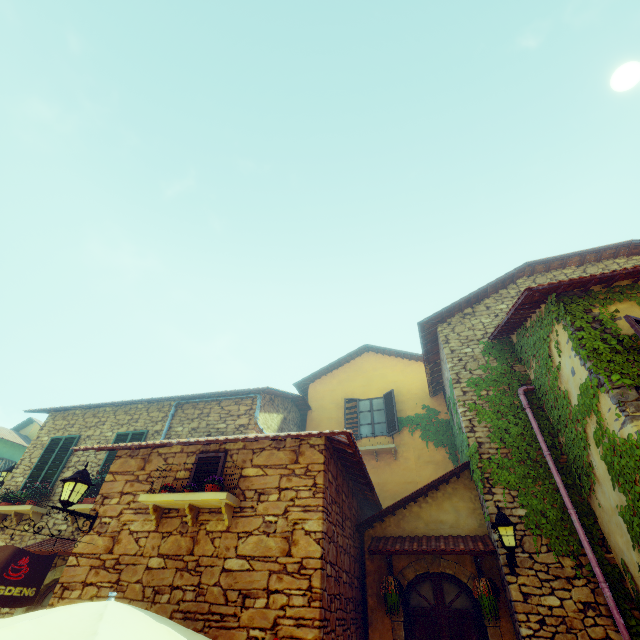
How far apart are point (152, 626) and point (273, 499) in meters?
2.1 m

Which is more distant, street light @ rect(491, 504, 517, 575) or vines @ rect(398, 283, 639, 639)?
street light @ rect(491, 504, 517, 575)

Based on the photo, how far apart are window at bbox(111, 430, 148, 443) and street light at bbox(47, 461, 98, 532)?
3.6 meters

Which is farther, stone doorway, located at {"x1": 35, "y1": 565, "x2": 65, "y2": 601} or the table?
stone doorway, located at {"x1": 35, "y1": 565, "x2": 65, "y2": 601}

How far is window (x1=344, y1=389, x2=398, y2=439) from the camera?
11.6m

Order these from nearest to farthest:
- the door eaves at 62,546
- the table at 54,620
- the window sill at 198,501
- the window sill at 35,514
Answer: the table at 54,620 → the window sill at 198,501 → the door eaves at 62,546 → the window sill at 35,514

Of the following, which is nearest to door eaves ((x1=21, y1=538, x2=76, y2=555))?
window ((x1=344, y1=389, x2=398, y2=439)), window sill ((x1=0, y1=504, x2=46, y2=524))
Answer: window sill ((x1=0, y1=504, x2=46, y2=524))

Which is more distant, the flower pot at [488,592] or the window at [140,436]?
the window at [140,436]
